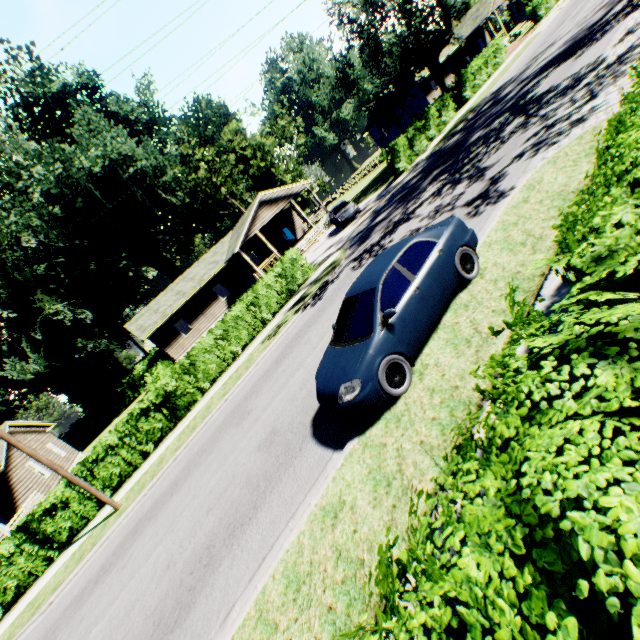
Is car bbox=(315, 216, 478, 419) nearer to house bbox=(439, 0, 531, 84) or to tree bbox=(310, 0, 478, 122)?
tree bbox=(310, 0, 478, 122)

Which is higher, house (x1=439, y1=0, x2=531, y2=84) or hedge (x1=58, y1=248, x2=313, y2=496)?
house (x1=439, y1=0, x2=531, y2=84)

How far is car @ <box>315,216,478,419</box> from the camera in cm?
546

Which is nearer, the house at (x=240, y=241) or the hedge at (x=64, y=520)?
the hedge at (x=64, y=520)

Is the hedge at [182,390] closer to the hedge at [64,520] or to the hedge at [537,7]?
the hedge at [64,520]

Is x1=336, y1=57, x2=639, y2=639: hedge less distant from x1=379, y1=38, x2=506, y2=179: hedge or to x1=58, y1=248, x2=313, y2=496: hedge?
x1=379, y1=38, x2=506, y2=179: hedge

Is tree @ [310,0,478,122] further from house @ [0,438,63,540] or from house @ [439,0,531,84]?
house @ [0,438,63,540]

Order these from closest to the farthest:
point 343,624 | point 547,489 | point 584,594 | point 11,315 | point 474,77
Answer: point 584,594 → point 547,489 → point 343,624 → point 474,77 → point 11,315
